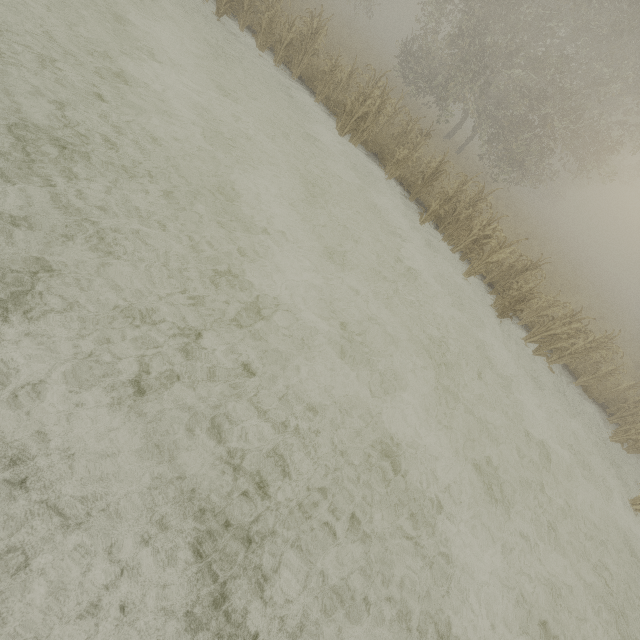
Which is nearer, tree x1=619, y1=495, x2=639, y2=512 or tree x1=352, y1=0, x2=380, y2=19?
tree x1=619, y1=495, x2=639, y2=512

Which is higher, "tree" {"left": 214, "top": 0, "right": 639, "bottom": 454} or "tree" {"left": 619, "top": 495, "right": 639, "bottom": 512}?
"tree" {"left": 214, "top": 0, "right": 639, "bottom": 454}

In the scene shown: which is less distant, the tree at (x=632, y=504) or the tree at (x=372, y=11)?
the tree at (x=632, y=504)

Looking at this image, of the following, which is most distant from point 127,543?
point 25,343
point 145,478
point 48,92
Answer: point 48,92

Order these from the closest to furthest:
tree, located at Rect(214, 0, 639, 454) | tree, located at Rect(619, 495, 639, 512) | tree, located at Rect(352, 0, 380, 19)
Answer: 1. tree, located at Rect(619, 495, 639, 512)
2. tree, located at Rect(214, 0, 639, 454)
3. tree, located at Rect(352, 0, 380, 19)

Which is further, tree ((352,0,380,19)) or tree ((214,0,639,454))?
tree ((352,0,380,19))
